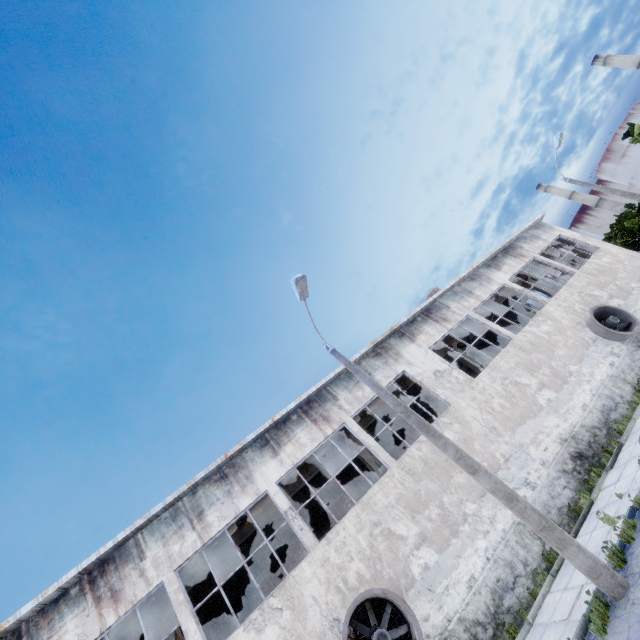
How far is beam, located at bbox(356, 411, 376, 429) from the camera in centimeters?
1695cm

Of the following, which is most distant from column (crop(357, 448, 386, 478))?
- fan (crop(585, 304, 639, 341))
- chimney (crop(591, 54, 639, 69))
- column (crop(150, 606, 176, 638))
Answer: chimney (crop(591, 54, 639, 69))

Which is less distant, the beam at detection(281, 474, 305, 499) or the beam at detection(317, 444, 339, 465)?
the beam at detection(281, 474, 305, 499)

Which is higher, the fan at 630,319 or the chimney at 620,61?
the chimney at 620,61

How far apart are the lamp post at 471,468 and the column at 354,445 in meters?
6.7 m

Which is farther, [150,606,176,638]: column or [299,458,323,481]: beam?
[299,458,323,481]: beam

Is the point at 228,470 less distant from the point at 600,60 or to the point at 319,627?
the point at 319,627

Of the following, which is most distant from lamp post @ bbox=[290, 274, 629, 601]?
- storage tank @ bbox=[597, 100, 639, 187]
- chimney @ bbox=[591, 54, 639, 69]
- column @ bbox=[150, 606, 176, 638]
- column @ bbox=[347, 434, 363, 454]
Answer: storage tank @ bbox=[597, 100, 639, 187]
